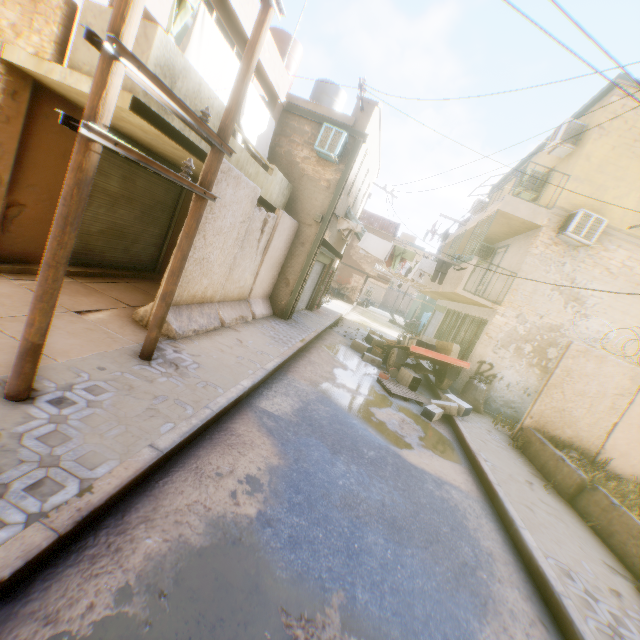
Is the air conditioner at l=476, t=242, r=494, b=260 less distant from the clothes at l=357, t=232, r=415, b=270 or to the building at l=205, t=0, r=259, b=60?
the building at l=205, t=0, r=259, b=60

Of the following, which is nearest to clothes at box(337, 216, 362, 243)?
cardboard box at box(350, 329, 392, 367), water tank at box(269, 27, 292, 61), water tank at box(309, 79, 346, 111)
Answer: cardboard box at box(350, 329, 392, 367)

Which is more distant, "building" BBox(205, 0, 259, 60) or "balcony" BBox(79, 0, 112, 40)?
"building" BBox(205, 0, 259, 60)

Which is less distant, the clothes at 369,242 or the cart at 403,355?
the cart at 403,355

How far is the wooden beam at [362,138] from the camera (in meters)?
10.83

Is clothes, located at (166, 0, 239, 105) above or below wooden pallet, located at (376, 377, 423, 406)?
above

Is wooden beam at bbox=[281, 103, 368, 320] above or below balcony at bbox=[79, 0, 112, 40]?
above

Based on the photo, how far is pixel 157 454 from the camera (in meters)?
3.29
